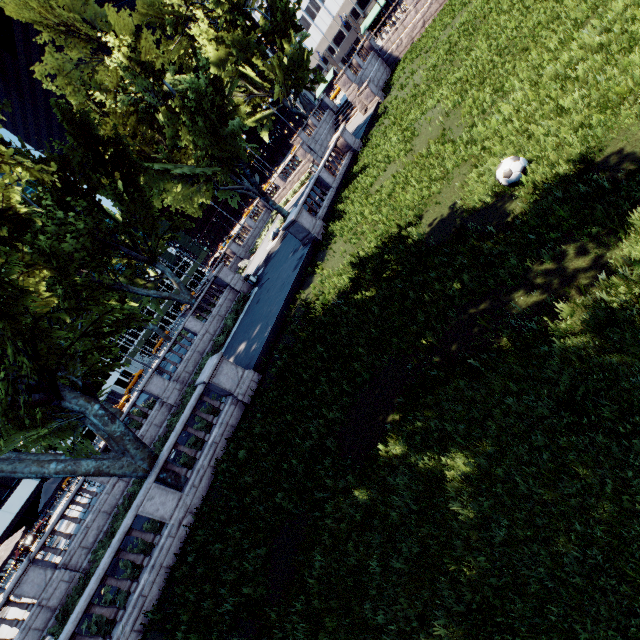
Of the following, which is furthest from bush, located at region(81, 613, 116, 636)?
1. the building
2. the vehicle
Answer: the building

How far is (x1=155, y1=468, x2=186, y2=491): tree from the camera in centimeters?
1234cm

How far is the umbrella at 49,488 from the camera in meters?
19.6

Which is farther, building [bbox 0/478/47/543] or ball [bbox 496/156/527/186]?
building [bbox 0/478/47/543]

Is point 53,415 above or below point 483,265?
above

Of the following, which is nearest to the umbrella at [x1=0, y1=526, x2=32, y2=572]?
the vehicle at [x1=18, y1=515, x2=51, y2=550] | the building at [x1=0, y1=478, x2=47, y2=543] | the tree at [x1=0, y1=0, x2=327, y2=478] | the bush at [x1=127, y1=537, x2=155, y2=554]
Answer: the tree at [x1=0, y1=0, x2=327, y2=478]

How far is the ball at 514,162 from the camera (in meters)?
7.57

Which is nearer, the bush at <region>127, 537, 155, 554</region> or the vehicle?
the bush at <region>127, 537, 155, 554</region>
